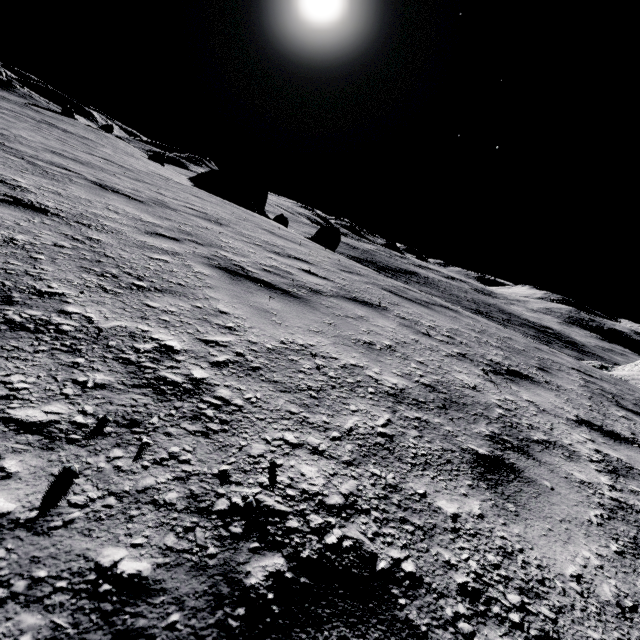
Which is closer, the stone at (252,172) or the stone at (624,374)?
the stone at (624,374)

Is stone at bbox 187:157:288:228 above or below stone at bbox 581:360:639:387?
above

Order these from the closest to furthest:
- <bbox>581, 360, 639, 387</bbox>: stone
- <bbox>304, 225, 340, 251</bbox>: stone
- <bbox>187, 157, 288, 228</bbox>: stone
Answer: <bbox>581, 360, 639, 387</bbox>: stone, <bbox>304, 225, 340, 251</bbox>: stone, <bbox>187, 157, 288, 228</bbox>: stone

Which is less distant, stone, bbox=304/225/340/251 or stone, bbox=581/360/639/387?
stone, bbox=581/360/639/387

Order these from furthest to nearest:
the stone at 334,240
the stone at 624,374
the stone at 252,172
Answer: the stone at 252,172 < the stone at 334,240 < the stone at 624,374

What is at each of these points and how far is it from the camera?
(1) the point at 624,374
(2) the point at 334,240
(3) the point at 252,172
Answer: (1) stone, 19.2m
(2) stone, 23.2m
(3) stone, 36.5m

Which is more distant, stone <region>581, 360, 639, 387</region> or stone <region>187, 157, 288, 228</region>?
stone <region>187, 157, 288, 228</region>

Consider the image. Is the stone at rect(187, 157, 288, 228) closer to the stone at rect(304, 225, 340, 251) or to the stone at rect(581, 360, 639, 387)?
the stone at rect(304, 225, 340, 251)
